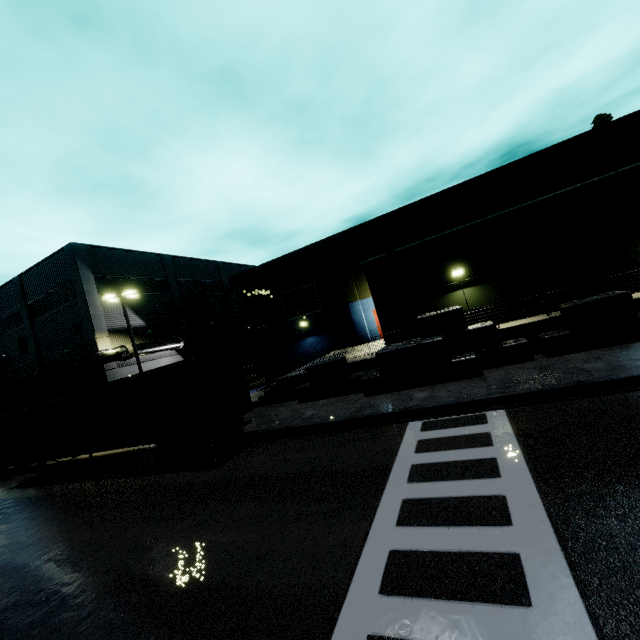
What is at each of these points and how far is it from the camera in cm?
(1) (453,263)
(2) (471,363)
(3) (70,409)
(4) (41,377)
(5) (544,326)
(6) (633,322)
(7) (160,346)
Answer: (1) building, 1606
(2) concrete block, 1270
(3) semi trailer, 1469
(4) pipe, 2484
(5) building, 1334
(6) concrete block, 1145
(7) pipe, 2708

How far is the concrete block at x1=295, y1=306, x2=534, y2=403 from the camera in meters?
13.0 m

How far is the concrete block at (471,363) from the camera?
13.00m

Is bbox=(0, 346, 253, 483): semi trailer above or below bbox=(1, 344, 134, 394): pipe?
below

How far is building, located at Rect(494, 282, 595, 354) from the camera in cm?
1331

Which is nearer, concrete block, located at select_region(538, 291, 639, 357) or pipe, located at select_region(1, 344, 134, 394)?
concrete block, located at select_region(538, 291, 639, 357)

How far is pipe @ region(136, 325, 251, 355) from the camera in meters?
26.0

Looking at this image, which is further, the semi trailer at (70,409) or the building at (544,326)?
the building at (544,326)
